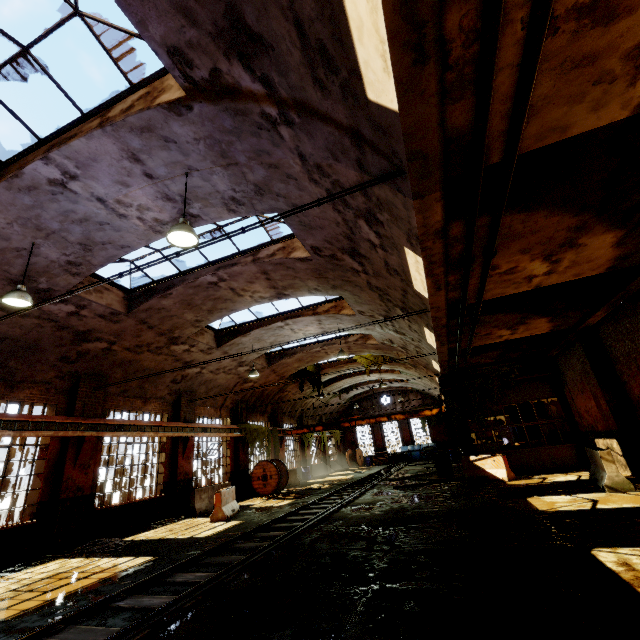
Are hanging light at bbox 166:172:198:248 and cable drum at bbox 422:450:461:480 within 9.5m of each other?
no

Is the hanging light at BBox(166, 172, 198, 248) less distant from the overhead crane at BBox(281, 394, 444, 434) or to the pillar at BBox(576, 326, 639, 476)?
the pillar at BBox(576, 326, 639, 476)

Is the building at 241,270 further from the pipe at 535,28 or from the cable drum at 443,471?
the cable drum at 443,471

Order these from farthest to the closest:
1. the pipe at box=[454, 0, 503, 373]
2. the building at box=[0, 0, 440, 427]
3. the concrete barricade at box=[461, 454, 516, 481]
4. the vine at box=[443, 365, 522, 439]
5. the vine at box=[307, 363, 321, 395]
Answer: the vine at box=[307, 363, 321, 395] → the vine at box=[443, 365, 522, 439] → the concrete barricade at box=[461, 454, 516, 481] → the building at box=[0, 0, 440, 427] → the pipe at box=[454, 0, 503, 373]

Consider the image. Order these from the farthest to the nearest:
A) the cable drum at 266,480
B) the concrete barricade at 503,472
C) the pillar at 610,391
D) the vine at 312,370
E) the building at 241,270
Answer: the vine at 312,370
the cable drum at 266,480
the concrete barricade at 503,472
the pillar at 610,391
the building at 241,270

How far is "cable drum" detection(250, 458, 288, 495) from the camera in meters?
18.3

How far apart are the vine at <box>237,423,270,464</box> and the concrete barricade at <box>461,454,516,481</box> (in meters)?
11.80

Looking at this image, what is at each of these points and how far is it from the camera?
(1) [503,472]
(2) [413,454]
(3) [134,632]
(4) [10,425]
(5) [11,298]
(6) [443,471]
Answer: (1) concrete barricade, 13.3m
(2) dumpster, 33.0m
(3) rail track, 4.1m
(4) beam, 9.3m
(5) hanging light, 7.1m
(6) cable drum, 16.3m
